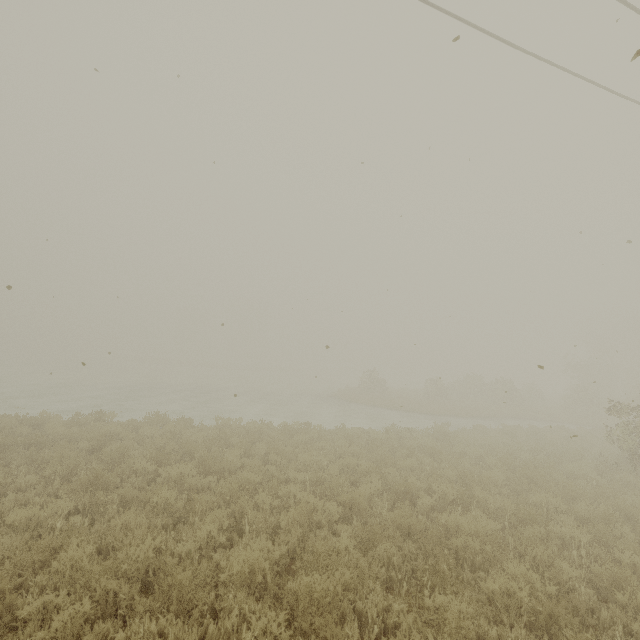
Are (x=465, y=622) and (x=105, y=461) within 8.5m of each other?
no
